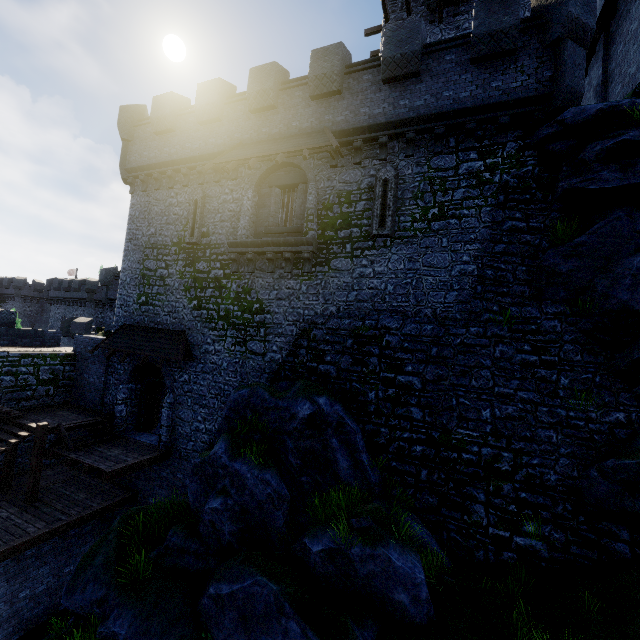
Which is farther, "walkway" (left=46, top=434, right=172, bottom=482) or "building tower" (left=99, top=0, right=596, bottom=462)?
"walkway" (left=46, top=434, right=172, bottom=482)

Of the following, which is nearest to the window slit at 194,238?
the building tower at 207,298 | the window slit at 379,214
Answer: the building tower at 207,298

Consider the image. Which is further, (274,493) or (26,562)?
(26,562)

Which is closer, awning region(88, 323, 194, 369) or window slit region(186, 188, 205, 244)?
awning region(88, 323, 194, 369)

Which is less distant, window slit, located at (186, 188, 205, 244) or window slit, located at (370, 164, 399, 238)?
window slit, located at (370, 164, 399, 238)

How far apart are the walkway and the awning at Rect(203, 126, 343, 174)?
12.58m

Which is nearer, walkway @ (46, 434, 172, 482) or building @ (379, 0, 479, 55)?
walkway @ (46, 434, 172, 482)

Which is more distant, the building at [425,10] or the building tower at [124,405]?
the building at [425,10]
